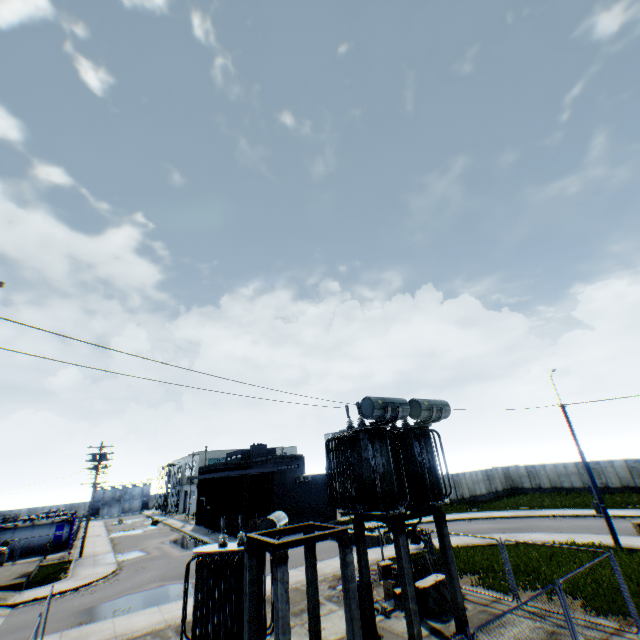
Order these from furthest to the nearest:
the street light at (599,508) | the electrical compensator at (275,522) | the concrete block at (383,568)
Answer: the street light at (599,508) < the concrete block at (383,568) < the electrical compensator at (275,522)

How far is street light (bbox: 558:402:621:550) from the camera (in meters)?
17.71

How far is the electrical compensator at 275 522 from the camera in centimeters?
1180cm

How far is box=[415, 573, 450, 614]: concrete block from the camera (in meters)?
12.25

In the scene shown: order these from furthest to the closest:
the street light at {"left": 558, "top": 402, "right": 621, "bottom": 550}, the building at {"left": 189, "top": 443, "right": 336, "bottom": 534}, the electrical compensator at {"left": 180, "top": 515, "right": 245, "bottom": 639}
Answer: the building at {"left": 189, "top": 443, "right": 336, "bottom": 534}
the street light at {"left": 558, "top": 402, "right": 621, "bottom": 550}
the electrical compensator at {"left": 180, "top": 515, "right": 245, "bottom": 639}

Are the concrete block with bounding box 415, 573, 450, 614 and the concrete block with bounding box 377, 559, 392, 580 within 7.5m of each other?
yes

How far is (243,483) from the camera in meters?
32.7

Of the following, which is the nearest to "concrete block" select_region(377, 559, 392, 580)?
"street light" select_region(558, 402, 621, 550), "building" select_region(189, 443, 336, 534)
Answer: "street light" select_region(558, 402, 621, 550)
